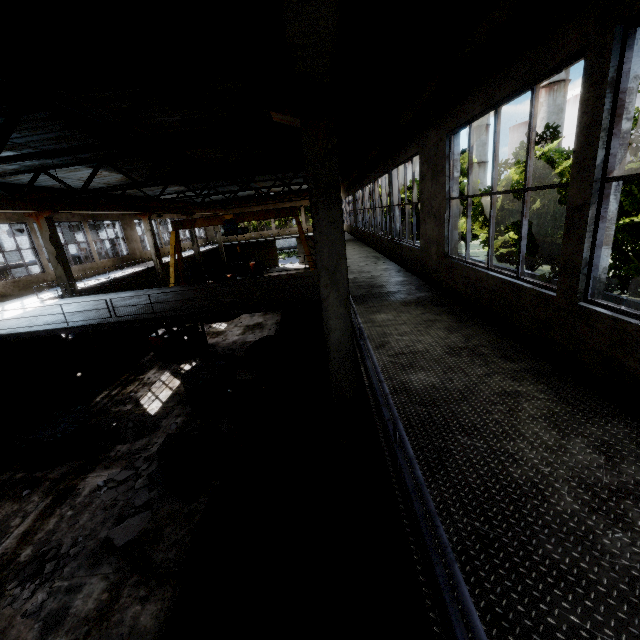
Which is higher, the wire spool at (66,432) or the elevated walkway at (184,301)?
the elevated walkway at (184,301)

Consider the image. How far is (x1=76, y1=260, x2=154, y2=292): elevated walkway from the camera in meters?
16.6

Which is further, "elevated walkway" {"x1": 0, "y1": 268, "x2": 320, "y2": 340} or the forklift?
the forklift

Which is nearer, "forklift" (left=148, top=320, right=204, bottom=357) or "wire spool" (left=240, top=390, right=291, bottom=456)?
"wire spool" (left=240, top=390, right=291, bottom=456)

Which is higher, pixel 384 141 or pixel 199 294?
pixel 384 141

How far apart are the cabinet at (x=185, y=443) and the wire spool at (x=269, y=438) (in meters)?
1.11

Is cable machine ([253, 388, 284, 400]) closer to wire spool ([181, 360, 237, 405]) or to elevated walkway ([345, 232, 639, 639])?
wire spool ([181, 360, 237, 405])

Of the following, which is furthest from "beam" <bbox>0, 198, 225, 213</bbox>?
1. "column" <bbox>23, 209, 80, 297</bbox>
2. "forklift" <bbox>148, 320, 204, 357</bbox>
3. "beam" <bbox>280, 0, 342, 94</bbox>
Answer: "beam" <bbox>280, 0, 342, 94</bbox>
